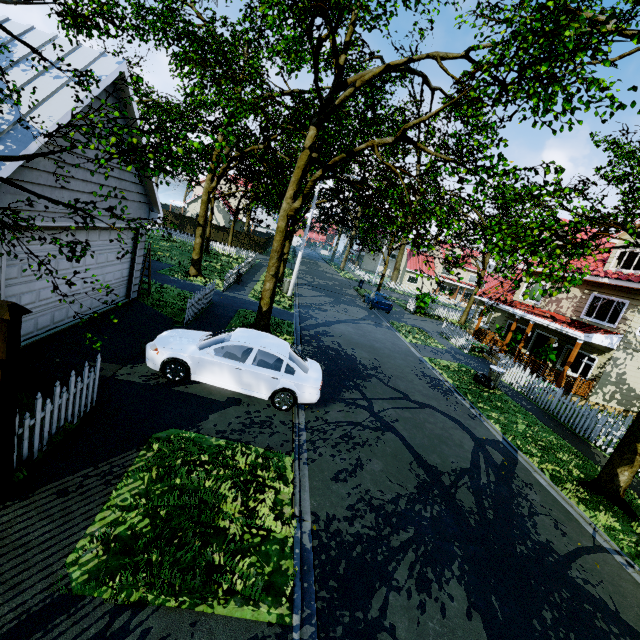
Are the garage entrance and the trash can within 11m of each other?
no

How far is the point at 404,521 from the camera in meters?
5.9 m

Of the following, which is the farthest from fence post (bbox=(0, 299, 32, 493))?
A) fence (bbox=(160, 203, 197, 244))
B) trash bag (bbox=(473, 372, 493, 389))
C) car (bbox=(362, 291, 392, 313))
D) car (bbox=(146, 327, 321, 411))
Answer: car (bbox=(362, 291, 392, 313))

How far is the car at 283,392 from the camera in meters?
7.8

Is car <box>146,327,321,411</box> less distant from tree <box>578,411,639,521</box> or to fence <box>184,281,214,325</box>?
fence <box>184,281,214,325</box>

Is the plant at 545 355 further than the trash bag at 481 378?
Yes

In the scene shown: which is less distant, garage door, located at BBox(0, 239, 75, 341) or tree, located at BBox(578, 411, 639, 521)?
garage door, located at BBox(0, 239, 75, 341)

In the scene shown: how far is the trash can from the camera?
14.7 meters
